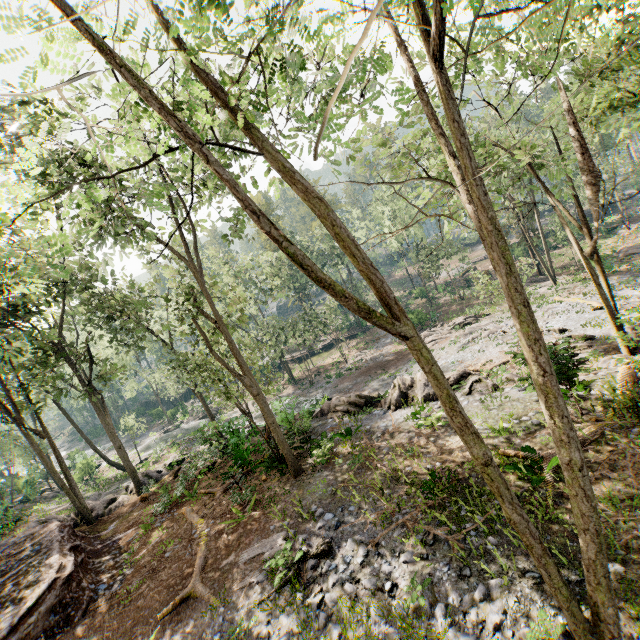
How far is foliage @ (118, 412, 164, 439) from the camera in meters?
34.8 m

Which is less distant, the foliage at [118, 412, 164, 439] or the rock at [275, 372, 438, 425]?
the rock at [275, 372, 438, 425]

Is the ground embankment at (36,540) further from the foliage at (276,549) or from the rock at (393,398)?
the rock at (393,398)

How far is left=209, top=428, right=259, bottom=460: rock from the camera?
16.7m

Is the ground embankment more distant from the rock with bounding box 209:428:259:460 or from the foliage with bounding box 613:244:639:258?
the rock with bounding box 209:428:259:460

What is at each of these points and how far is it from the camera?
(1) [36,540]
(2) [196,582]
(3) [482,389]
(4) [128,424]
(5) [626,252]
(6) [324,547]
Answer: (1) ground embankment, 15.78m
(2) foliage, 10.85m
(3) rock, 16.41m
(4) foliage, 35.03m
(5) foliage, 32.44m
(6) foliage, 9.90m

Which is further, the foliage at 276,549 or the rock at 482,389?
the rock at 482,389

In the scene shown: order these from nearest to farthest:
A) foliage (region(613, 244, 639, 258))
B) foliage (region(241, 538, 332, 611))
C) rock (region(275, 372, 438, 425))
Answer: foliage (region(241, 538, 332, 611))
rock (region(275, 372, 438, 425))
foliage (region(613, 244, 639, 258))
